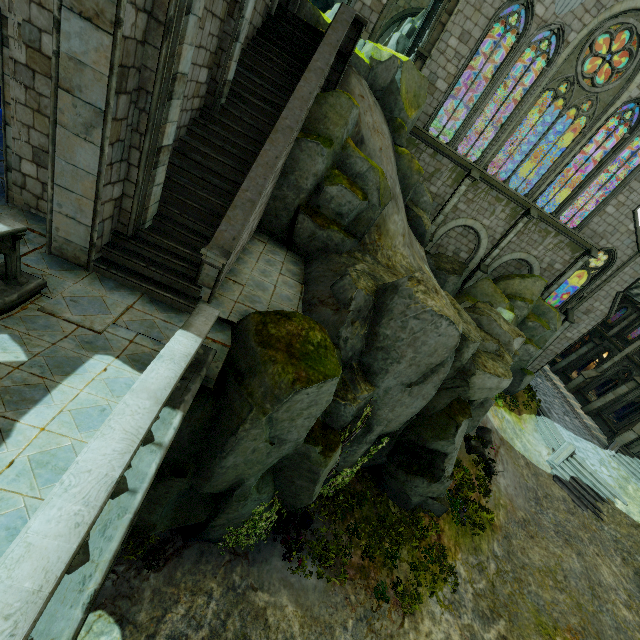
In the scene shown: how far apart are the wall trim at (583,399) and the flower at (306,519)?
29.1m

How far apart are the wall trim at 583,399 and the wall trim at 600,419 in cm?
55

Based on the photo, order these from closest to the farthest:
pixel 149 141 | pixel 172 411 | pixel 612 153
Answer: pixel 172 411, pixel 149 141, pixel 612 153

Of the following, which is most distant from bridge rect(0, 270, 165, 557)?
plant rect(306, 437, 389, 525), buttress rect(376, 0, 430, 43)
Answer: buttress rect(376, 0, 430, 43)

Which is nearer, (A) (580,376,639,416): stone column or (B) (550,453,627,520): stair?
(B) (550,453,627,520): stair

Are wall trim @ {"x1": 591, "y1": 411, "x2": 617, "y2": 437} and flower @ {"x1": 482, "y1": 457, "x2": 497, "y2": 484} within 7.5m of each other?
no

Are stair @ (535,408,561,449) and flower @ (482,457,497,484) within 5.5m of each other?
no

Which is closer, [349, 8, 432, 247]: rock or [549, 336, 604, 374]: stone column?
[349, 8, 432, 247]: rock
